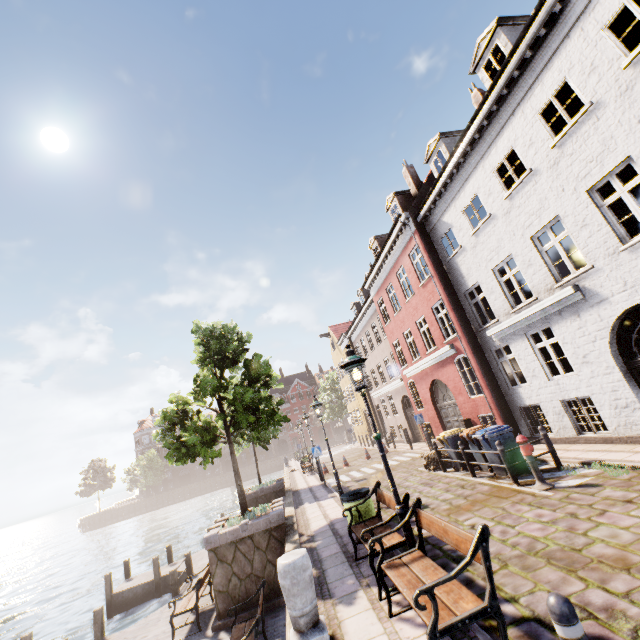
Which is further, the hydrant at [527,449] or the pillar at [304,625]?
the hydrant at [527,449]

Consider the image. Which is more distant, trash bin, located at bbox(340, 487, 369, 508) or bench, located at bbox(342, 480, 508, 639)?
trash bin, located at bbox(340, 487, 369, 508)

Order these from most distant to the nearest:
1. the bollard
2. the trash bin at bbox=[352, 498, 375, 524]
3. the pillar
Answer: the trash bin at bbox=[352, 498, 375, 524] < the pillar < the bollard

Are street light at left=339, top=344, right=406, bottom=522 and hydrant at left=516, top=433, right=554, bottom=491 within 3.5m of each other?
no

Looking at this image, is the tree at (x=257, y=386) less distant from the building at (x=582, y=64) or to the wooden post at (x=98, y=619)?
the wooden post at (x=98, y=619)

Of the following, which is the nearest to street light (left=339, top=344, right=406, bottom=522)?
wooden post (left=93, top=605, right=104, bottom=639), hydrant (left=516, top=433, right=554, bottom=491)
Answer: hydrant (left=516, top=433, right=554, bottom=491)

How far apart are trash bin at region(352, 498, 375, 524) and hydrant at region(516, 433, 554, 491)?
3.8 meters

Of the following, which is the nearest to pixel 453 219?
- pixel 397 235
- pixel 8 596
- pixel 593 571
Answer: pixel 397 235
